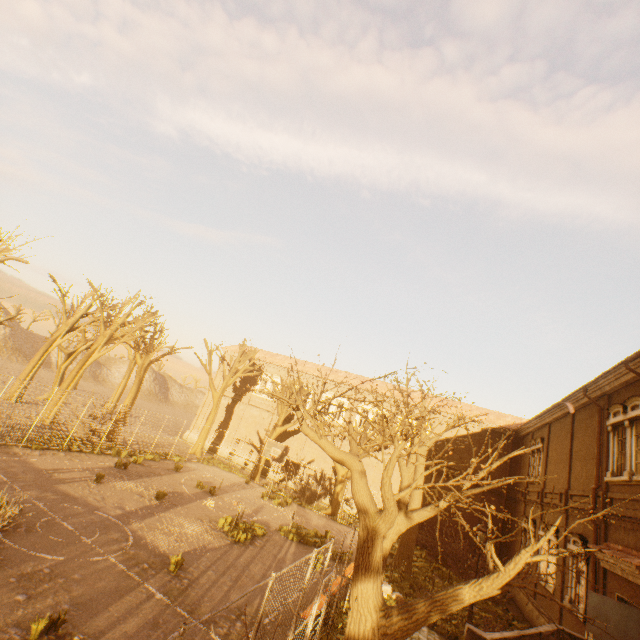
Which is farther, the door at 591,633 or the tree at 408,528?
the door at 591,633

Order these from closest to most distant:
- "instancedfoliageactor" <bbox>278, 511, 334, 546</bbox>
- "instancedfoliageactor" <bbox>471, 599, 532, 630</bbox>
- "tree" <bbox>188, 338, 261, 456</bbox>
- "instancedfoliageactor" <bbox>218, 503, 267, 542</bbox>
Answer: "instancedfoliageactor" <bbox>218, 503, 267, 542</bbox> → "instancedfoliageactor" <bbox>471, 599, 532, 630</bbox> → "instancedfoliageactor" <bbox>278, 511, 334, 546</bbox> → "tree" <bbox>188, 338, 261, 456</bbox>

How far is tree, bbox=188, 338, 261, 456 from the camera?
29.8 meters

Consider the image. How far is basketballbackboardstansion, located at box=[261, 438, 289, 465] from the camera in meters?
21.4

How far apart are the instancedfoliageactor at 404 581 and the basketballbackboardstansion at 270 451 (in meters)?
9.17

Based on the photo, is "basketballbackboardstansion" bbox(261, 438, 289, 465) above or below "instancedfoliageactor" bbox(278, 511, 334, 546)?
above

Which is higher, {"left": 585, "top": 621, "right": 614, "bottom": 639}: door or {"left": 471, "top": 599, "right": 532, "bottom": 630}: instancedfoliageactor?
{"left": 585, "top": 621, "right": 614, "bottom": 639}: door

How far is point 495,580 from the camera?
5.0 meters
